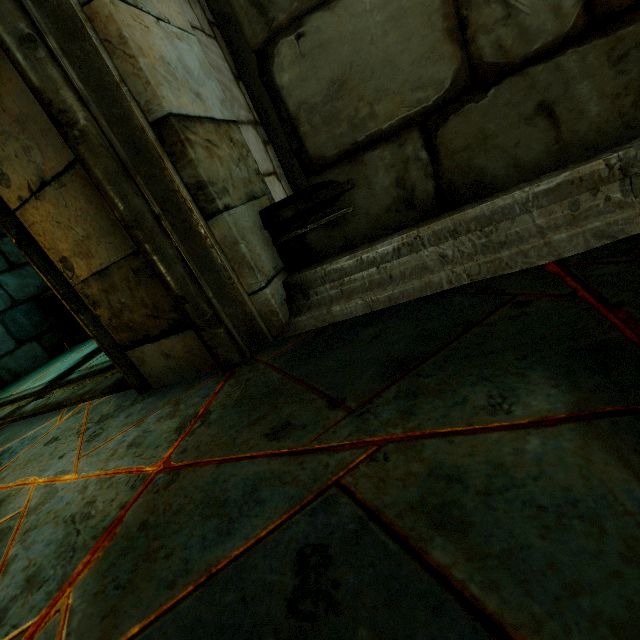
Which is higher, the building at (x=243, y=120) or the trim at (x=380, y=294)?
the building at (x=243, y=120)

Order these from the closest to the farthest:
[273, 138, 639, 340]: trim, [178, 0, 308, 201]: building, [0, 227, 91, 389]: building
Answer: [273, 138, 639, 340]: trim, [178, 0, 308, 201]: building, [0, 227, 91, 389]: building

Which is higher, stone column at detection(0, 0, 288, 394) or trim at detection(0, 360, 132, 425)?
stone column at detection(0, 0, 288, 394)

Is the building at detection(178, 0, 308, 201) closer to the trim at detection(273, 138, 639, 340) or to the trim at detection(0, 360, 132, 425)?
the trim at detection(0, 360, 132, 425)

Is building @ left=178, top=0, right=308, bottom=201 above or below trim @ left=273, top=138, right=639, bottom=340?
above

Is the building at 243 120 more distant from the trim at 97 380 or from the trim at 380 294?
the trim at 380 294

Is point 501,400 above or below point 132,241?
below

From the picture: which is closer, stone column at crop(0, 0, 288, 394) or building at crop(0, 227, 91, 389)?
stone column at crop(0, 0, 288, 394)
